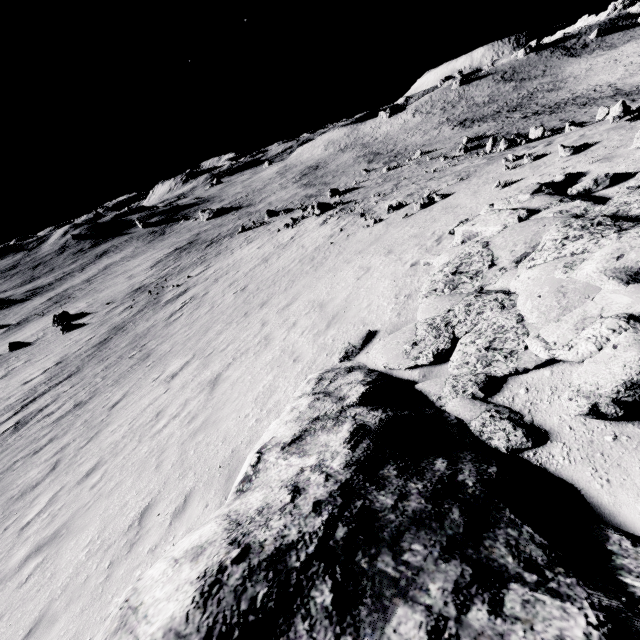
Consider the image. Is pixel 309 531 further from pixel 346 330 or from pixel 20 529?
pixel 20 529

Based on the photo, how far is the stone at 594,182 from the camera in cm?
665

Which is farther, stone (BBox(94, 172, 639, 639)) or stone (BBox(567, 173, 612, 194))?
stone (BBox(567, 173, 612, 194))

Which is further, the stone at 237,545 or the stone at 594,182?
the stone at 594,182

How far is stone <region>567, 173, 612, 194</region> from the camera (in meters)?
6.65
